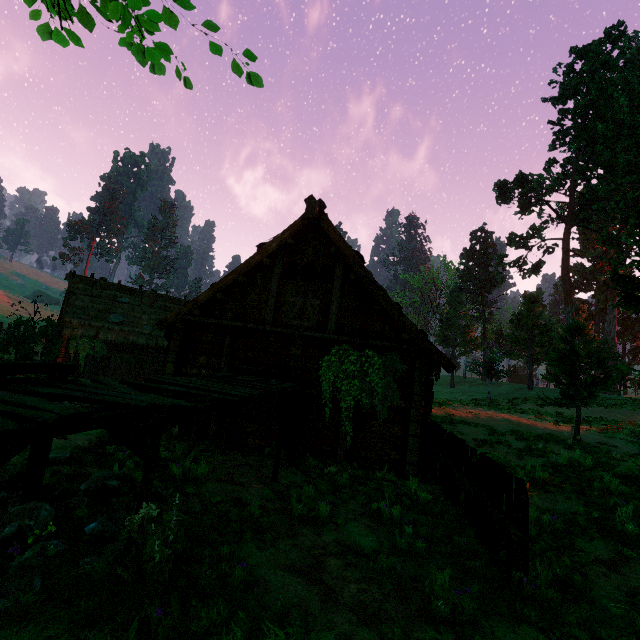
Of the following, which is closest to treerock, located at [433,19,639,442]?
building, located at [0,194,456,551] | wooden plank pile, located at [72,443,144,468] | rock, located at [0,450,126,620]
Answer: building, located at [0,194,456,551]

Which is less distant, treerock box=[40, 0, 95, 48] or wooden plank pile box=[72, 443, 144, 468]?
treerock box=[40, 0, 95, 48]

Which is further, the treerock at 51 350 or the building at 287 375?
the treerock at 51 350

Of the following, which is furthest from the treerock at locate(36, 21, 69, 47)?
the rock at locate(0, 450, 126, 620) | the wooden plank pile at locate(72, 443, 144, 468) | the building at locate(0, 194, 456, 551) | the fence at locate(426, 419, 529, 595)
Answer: the wooden plank pile at locate(72, 443, 144, 468)

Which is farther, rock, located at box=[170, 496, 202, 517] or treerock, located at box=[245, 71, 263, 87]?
rock, located at box=[170, 496, 202, 517]

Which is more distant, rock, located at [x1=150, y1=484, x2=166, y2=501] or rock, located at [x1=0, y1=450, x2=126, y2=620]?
rock, located at [x1=150, y1=484, x2=166, y2=501]

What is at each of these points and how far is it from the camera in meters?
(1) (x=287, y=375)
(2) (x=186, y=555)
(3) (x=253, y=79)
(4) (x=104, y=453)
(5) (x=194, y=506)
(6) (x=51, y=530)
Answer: (1) building, 8.7 m
(2) rock, 3.4 m
(3) treerock, 1.4 m
(4) wooden plank pile, 6.5 m
(5) rock, 4.6 m
(6) rock, 3.3 m

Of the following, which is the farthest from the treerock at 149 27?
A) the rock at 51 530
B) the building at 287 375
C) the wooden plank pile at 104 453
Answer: the wooden plank pile at 104 453
